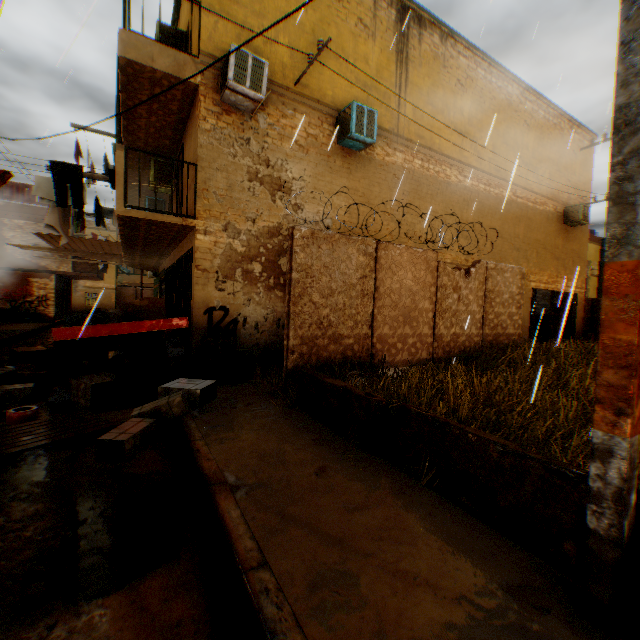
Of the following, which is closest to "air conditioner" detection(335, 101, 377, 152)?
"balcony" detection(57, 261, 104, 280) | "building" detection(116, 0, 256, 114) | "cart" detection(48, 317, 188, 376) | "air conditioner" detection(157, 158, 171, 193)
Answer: "building" detection(116, 0, 256, 114)

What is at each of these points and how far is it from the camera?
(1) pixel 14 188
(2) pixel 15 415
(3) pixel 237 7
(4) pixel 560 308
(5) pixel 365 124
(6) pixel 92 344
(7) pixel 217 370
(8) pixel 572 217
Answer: (1) wooden shield, 19.4 meters
(2) paint can, 4.7 meters
(3) building, 7.2 meters
(4) wooden gate, 16.3 meters
(5) air conditioner, 8.3 meters
(6) cart, 7.0 meters
(7) trash bag, 6.8 meters
(8) air conditioner, 14.9 meters

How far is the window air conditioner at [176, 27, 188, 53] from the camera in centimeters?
839cm

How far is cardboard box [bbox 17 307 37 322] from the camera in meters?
19.5 m

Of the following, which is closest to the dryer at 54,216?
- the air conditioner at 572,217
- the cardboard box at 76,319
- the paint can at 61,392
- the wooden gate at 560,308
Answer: the cardboard box at 76,319

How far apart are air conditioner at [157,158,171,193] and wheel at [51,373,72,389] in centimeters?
608cm

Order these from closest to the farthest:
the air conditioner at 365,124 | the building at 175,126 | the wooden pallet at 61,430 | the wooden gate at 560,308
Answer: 1. the wooden pallet at 61,430
2. the building at 175,126
3. the air conditioner at 365,124
4. the wooden gate at 560,308

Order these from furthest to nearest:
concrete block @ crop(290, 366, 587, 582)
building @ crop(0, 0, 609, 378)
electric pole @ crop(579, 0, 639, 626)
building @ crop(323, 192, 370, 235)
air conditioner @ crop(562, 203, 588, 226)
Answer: air conditioner @ crop(562, 203, 588, 226) → building @ crop(323, 192, 370, 235) → building @ crop(0, 0, 609, 378) → concrete block @ crop(290, 366, 587, 582) → electric pole @ crop(579, 0, 639, 626)
